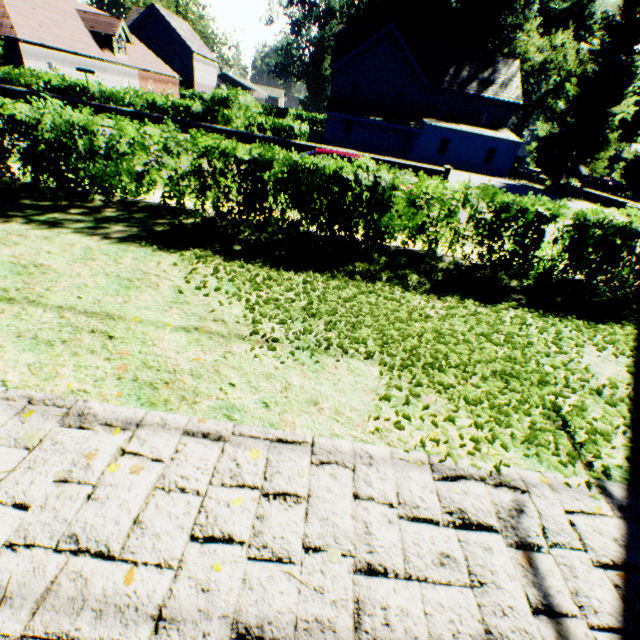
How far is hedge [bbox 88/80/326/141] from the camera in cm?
2033

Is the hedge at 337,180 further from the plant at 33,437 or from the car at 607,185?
the car at 607,185

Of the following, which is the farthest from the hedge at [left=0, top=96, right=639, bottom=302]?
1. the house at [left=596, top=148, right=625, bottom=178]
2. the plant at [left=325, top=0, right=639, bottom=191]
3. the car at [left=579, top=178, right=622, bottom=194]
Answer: the house at [left=596, top=148, right=625, bottom=178]

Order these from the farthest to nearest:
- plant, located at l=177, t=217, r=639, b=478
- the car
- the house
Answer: the house < the car < plant, located at l=177, t=217, r=639, b=478

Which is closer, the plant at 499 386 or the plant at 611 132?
the plant at 499 386

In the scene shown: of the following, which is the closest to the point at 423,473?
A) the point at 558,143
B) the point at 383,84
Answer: the point at 558,143

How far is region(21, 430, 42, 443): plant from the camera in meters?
2.6 m

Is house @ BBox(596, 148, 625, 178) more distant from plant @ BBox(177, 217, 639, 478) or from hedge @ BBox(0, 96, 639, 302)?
hedge @ BBox(0, 96, 639, 302)
